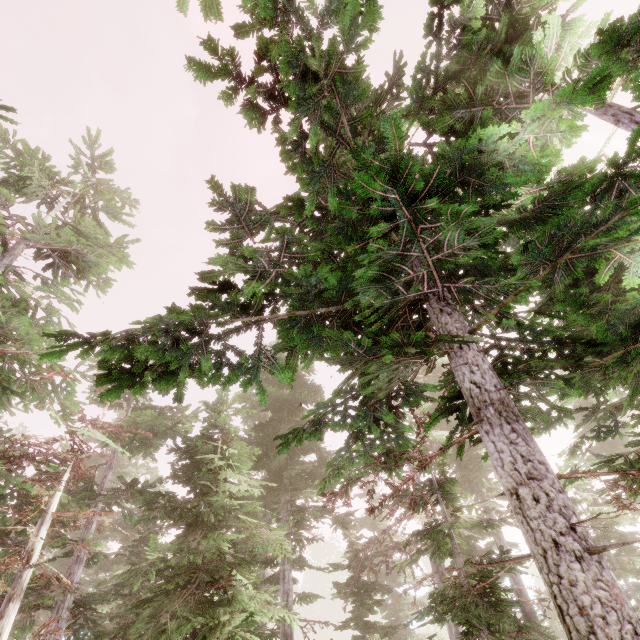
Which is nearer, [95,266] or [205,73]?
[205,73]

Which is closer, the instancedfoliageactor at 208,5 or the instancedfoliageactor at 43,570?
the instancedfoliageactor at 43,570

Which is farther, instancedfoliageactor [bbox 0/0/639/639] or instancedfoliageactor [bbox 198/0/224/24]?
instancedfoliageactor [bbox 198/0/224/24]
